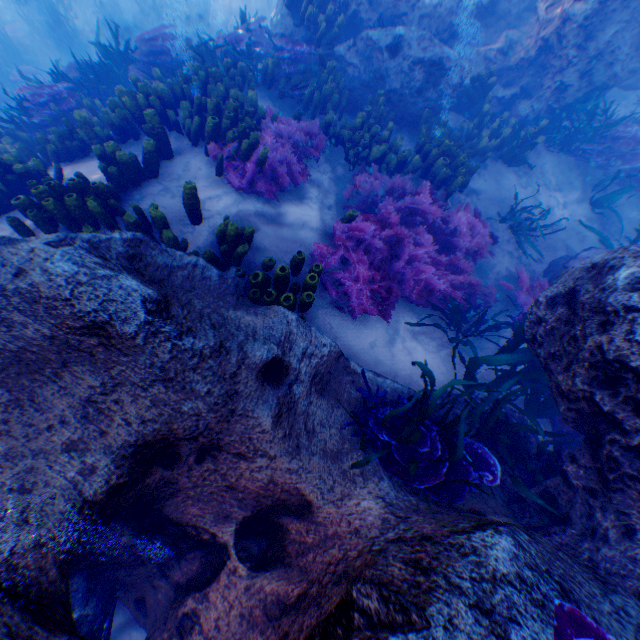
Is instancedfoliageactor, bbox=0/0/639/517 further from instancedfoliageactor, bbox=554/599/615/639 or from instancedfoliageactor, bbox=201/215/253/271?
instancedfoliageactor, bbox=554/599/615/639

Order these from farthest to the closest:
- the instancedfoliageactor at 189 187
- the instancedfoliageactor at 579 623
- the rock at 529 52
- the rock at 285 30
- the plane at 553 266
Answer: the rock at 285 30 → the rock at 529 52 → the plane at 553 266 → the instancedfoliageactor at 189 187 → the instancedfoliageactor at 579 623

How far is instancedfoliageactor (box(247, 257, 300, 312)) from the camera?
3.63m

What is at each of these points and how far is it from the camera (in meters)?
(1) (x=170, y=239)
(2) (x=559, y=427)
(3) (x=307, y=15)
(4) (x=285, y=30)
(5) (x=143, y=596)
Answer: (1) instancedfoliageactor, 3.85
(2) plane, 4.39
(3) instancedfoliageactor, 6.97
(4) rock, 7.60
(5) rock, 3.14

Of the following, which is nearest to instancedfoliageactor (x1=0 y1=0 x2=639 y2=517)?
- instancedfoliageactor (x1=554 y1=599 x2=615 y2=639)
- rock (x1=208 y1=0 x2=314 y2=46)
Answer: rock (x1=208 y1=0 x2=314 y2=46)

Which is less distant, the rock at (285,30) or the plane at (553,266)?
the plane at (553,266)

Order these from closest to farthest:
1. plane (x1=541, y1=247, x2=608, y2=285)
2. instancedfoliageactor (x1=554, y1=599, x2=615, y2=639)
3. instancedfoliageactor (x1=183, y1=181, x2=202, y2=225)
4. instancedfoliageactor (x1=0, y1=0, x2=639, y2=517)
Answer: instancedfoliageactor (x1=554, y1=599, x2=615, y2=639), instancedfoliageactor (x1=0, y1=0, x2=639, y2=517), instancedfoliageactor (x1=183, y1=181, x2=202, y2=225), plane (x1=541, y1=247, x2=608, y2=285)

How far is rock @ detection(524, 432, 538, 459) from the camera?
3.69m
